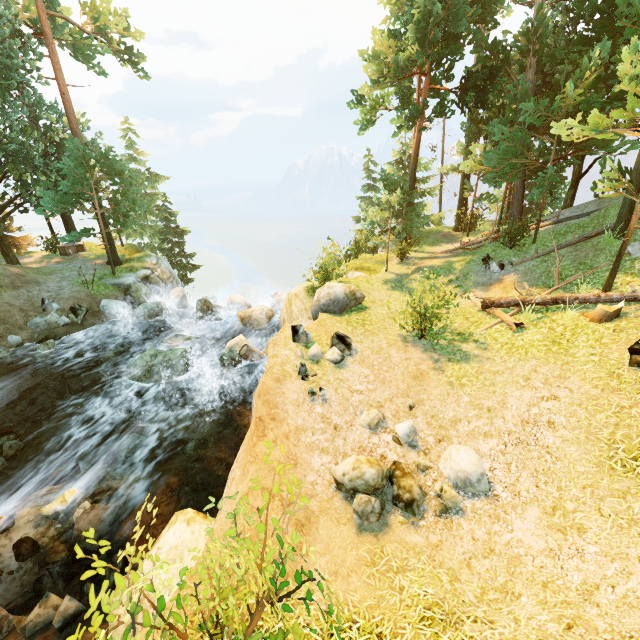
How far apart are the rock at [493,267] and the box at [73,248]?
28.7 meters

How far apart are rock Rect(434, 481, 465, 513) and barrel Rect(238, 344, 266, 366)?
8.5m

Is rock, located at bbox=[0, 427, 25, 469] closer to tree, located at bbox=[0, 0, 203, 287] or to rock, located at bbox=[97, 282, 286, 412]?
rock, located at bbox=[97, 282, 286, 412]

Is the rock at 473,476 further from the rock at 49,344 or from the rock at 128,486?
the rock at 49,344

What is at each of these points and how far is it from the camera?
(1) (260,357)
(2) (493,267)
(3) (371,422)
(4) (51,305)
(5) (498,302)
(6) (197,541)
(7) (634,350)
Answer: (1) barrel, 13.88m
(2) rock, 14.98m
(3) rock, 7.98m
(4) rock, 16.91m
(5) log, 11.74m
(6) rock, 6.21m
(7) rock, 7.62m

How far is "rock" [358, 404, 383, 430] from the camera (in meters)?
8.01

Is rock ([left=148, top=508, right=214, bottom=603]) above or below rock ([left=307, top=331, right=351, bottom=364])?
below

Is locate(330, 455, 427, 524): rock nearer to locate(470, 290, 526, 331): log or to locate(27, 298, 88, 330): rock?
locate(470, 290, 526, 331): log
